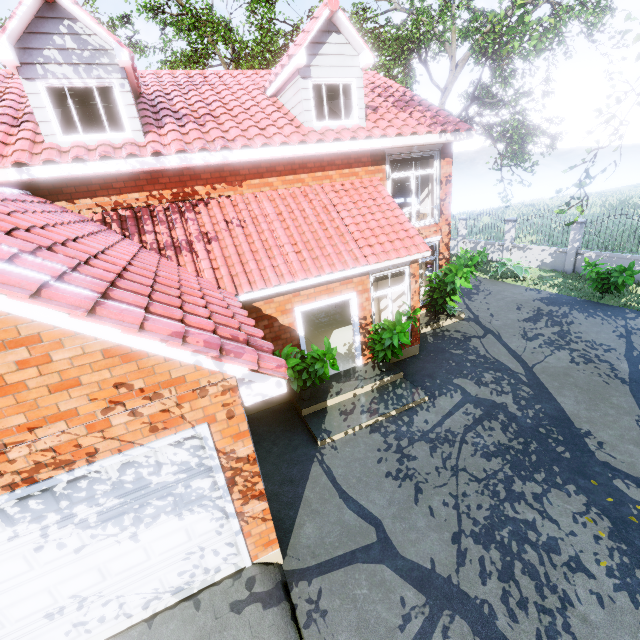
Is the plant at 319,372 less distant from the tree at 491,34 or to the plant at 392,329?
the plant at 392,329

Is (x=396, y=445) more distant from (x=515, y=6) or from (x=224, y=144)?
(x=515, y=6)

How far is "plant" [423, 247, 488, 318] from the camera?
10.39m

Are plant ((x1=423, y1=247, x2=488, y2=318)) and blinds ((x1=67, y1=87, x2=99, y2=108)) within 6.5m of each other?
no

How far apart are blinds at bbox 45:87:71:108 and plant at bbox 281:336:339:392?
6.49m

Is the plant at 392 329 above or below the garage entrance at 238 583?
above

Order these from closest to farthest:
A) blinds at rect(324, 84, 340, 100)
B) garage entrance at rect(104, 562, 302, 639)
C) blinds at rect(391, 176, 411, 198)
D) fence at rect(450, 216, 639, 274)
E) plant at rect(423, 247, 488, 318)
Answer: garage entrance at rect(104, 562, 302, 639) → blinds at rect(324, 84, 340, 100) → plant at rect(423, 247, 488, 318) → blinds at rect(391, 176, 411, 198) → fence at rect(450, 216, 639, 274)

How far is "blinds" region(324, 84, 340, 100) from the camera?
9.0m
